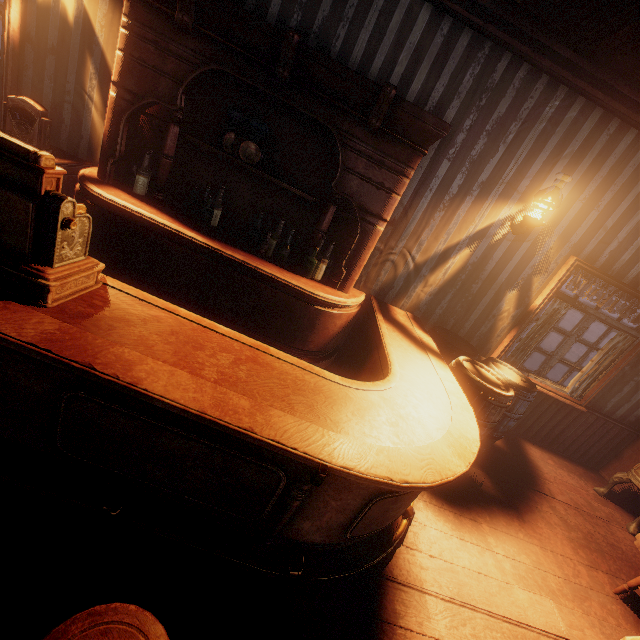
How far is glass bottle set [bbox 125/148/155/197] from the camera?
3.32m

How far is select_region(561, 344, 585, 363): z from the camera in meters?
11.9 m

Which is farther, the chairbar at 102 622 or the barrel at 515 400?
the barrel at 515 400

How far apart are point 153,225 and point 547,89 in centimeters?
415cm

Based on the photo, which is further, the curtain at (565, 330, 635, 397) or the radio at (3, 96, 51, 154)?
the curtain at (565, 330, 635, 397)

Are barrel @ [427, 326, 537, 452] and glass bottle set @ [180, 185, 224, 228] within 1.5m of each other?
no

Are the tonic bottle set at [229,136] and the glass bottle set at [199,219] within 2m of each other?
Answer: yes

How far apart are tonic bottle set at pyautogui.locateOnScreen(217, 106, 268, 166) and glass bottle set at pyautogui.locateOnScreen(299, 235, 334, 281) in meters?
1.0 m
